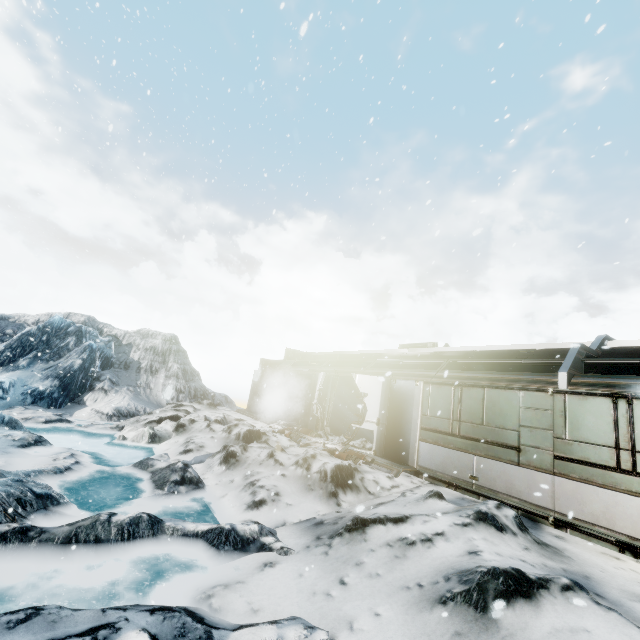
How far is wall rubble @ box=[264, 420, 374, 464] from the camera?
10.3 meters

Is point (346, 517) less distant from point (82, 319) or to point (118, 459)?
point (118, 459)

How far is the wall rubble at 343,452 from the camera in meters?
10.3
